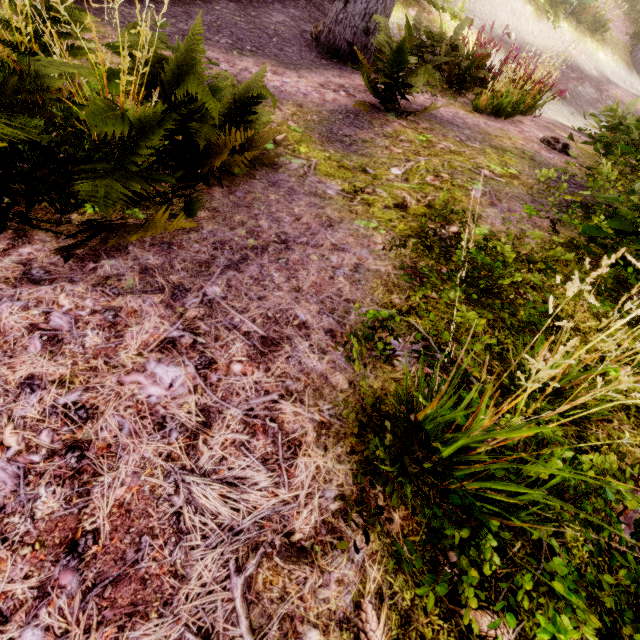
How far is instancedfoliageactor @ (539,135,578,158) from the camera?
4.1m

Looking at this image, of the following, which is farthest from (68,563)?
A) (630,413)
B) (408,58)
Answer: (408,58)

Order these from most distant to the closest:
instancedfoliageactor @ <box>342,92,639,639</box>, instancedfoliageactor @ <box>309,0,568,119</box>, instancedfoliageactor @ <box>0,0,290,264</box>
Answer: instancedfoliageactor @ <box>309,0,568,119</box>
instancedfoliageactor @ <box>0,0,290,264</box>
instancedfoliageactor @ <box>342,92,639,639</box>

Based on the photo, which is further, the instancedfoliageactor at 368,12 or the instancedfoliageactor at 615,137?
the instancedfoliageactor at 368,12

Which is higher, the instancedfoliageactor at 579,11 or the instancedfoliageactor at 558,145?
the instancedfoliageactor at 558,145

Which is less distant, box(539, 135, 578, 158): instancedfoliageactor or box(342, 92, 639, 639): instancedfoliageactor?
box(342, 92, 639, 639): instancedfoliageactor
